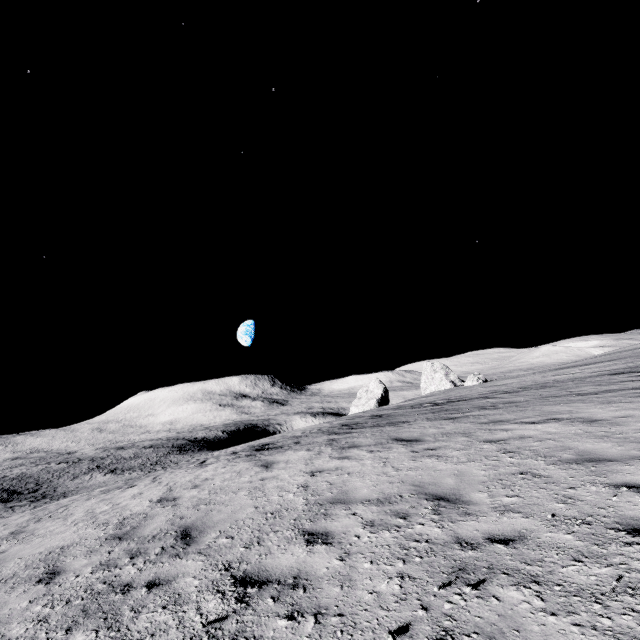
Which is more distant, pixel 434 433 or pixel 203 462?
pixel 203 462

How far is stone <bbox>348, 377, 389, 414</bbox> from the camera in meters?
50.3

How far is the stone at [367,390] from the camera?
50.3m
